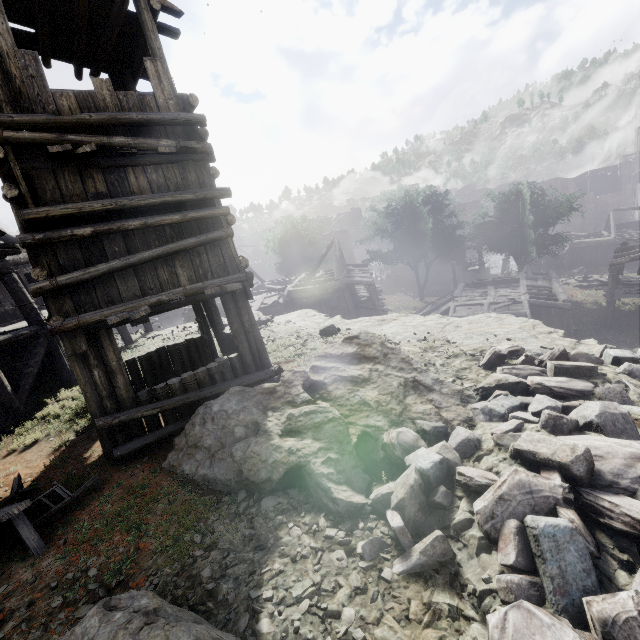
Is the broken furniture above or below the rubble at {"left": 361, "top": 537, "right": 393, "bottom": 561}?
above

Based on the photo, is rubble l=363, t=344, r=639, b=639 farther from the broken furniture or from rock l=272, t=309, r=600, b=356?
the broken furniture

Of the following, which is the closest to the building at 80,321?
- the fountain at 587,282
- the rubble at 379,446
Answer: the rubble at 379,446

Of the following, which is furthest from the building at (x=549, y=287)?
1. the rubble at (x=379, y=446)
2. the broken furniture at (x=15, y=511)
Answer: the rubble at (x=379, y=446)

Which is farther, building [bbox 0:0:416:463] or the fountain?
the fountain

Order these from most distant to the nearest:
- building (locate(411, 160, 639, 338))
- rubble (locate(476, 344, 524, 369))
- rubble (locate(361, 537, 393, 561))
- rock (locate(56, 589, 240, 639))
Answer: building (locate(411, 160, 639, 338))
rubble (locate(476, 344, 524, 369))
rubble (locate(361, 537, 393, 561))
rock (locate(56, 589, 240, 639))

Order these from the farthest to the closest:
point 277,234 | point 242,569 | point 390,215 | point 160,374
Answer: point 277,234, point 390,215, point 160,374, point 242,569

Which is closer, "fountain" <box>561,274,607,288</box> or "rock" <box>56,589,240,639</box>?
"rock" <box>56,589,240,639</box>
